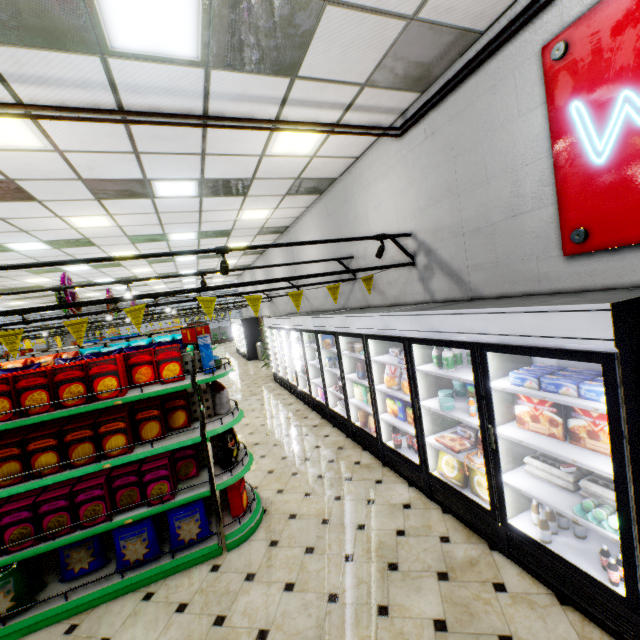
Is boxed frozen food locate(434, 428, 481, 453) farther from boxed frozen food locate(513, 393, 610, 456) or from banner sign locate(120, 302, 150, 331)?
banner sign locate(120, 302, 150, 331)

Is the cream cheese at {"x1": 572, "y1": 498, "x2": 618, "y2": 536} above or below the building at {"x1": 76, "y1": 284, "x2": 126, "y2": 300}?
below

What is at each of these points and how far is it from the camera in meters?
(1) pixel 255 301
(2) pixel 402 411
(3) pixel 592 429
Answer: (1) banner sign, 3.9
(2) boxed frozen food, 4.4
(3) boxed frozen food, 2.3

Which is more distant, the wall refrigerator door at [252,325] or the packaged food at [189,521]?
the wall refrigerator door at [252,325]

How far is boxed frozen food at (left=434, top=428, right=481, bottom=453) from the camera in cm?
343

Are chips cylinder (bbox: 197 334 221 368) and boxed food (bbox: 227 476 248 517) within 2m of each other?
yes

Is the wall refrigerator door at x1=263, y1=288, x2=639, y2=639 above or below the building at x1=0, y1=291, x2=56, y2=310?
below

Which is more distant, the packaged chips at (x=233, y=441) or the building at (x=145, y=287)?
the building at (x=145, y=287)
